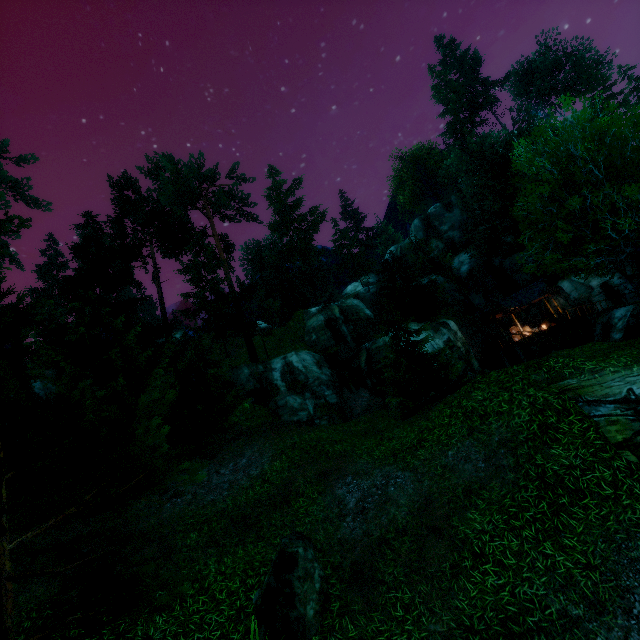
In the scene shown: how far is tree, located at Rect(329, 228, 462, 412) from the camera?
17.9m

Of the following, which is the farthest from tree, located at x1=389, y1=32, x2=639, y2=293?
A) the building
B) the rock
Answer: the building

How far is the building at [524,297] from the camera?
30.11m

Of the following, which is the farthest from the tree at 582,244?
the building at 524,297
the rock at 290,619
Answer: the building at 524,297

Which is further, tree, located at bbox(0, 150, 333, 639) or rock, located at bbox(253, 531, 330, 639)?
rock, located at bbox(253, 531, 330, 639)

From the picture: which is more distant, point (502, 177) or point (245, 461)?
point (502, 177)

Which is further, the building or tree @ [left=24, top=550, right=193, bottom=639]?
the building

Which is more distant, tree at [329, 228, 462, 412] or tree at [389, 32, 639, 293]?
tree at [329, 228, 462, 412]
